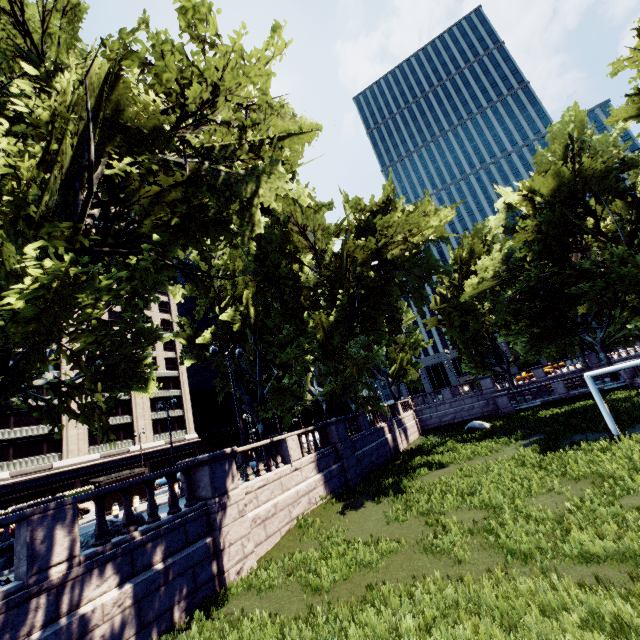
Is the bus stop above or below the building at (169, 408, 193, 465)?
below

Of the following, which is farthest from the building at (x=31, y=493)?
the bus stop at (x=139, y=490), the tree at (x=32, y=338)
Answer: the bus stop at (x=139, y=490)

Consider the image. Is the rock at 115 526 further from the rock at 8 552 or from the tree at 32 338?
the rock at 8 552

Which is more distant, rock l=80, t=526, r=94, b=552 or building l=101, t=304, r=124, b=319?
building l=101, t=304, r=124, b=319

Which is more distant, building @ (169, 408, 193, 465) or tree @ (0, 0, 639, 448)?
building @ (169, 408, 193, 465)

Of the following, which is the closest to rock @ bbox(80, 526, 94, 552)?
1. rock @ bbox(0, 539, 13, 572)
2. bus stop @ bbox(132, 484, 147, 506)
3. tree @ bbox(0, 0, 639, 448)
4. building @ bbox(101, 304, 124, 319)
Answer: tree @ bbox(0, 0, 639, 448)

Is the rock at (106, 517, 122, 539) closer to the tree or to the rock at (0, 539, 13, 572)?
the tree

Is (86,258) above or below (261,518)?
above
